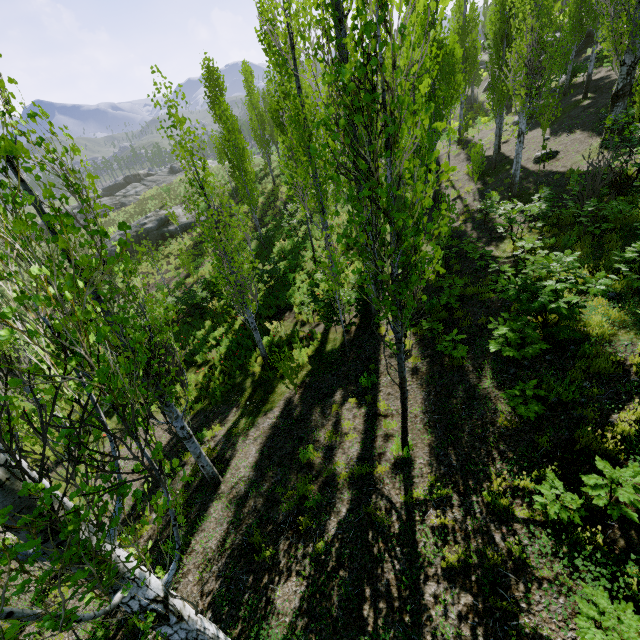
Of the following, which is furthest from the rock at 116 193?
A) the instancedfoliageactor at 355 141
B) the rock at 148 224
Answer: the rock at 148 224

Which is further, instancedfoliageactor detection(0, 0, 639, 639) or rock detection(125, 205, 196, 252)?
rock detection(125, 205, 196, 252)

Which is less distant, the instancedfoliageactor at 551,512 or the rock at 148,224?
the instancedfoliageactor at 551,512

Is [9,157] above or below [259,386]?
above

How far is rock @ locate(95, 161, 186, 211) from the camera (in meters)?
44.16

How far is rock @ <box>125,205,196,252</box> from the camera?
30.2m

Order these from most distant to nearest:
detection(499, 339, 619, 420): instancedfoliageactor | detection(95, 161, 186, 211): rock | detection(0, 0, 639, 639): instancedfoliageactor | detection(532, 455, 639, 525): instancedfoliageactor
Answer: detection(95, 161, 186, 211): rock
detection(499, 339, 619, 420): instancedfoliageactor
detection(532, 455, 639, 525): instancedfoliageactor
detection(0, 0, 639, 639): instancedfoliageactor

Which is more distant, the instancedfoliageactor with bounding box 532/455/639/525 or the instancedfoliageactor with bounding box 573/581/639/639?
the instancedfoliageactor with bounding box 532/455/639/525
